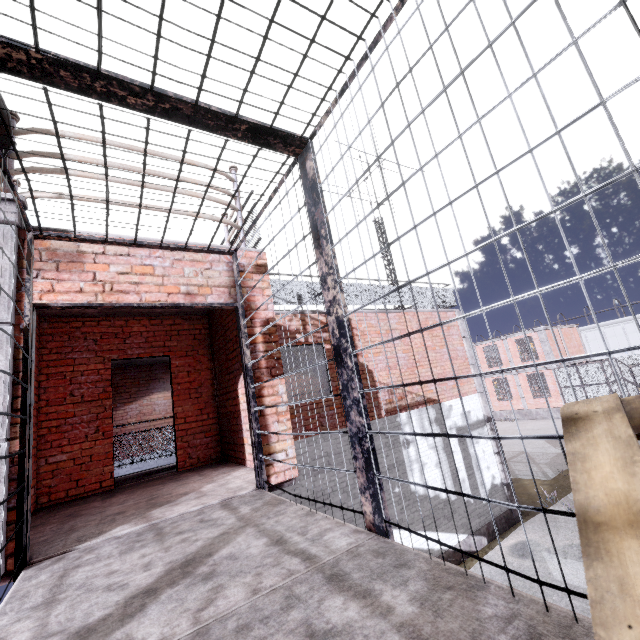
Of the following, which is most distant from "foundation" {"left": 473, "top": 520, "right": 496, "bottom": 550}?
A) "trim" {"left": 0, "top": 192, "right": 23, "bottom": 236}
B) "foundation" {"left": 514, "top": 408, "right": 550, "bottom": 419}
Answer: "foundation" {"left": 514, "top": 408, "right": 550, "bottom": 419}

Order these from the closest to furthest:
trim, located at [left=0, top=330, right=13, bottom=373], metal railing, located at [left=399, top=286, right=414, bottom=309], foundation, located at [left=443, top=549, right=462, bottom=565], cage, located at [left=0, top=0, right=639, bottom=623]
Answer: →
1. cage, located at [left=0, top=0, right=639, bottom=623]
2. trim, located at [left=0, top=330, right=13, bottom=373]
3. foundation, located at [left=443, top=549, right=462, bottom=565]
4. metal railing, located at [left=399, top=286, right=414, bottom=309]

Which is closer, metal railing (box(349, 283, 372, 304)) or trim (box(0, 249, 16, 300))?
trim (box(0, 249, 16, 300))

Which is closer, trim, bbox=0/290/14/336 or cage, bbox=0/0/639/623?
cage, bbox=0/0/639/623

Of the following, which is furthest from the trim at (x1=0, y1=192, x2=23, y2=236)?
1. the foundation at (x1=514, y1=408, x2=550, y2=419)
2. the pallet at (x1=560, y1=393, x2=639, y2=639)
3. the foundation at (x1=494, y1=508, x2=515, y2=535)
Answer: the foundation at (x1=514, y1=408, x2=550, y2=419)

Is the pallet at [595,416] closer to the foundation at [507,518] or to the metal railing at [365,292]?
the metal railing at [365,292]

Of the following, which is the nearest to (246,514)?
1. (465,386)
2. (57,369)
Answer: (57,369)

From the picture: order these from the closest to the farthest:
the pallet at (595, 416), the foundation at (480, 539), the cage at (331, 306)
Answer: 1. the pallet at (595, 416)
2. the cage at (331, 306)
3. the foundation at (480, 539)
